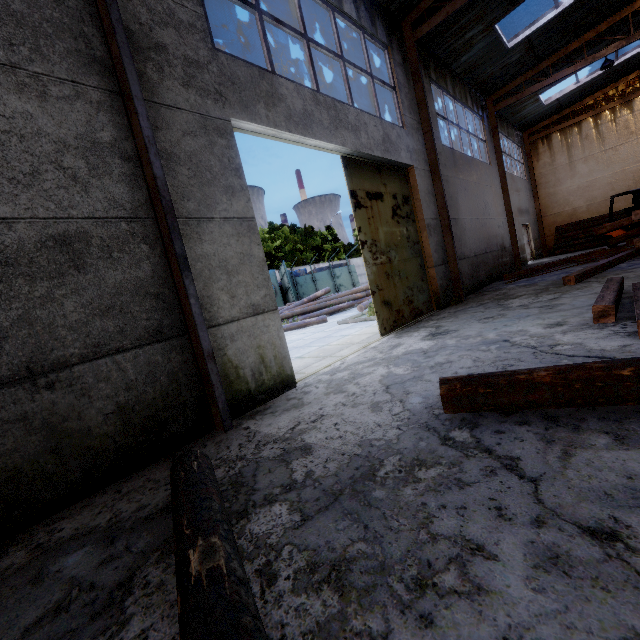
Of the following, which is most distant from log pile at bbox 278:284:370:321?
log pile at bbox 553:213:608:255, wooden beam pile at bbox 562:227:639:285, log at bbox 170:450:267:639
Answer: log at bbox 170:450:267:639

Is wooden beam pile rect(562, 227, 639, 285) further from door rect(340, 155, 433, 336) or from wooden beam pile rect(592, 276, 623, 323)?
door rect(340, 155, 433, 336)

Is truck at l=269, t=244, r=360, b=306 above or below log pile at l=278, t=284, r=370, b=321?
above

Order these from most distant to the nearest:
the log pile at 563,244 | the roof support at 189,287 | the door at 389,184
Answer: the log pile at 563,244 < the door at 389,184 < the roof support at 189,287

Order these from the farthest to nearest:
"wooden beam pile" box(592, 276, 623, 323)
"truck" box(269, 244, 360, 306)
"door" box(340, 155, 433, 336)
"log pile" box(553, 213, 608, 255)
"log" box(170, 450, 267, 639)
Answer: "truck" box(269, 244, 360, 306) → "log pile" box(553, 213, 608, 255) → "door" box(340, 155, 433, 336) → "wooden beam pile" box(592, 276, 623, 323) → "log" box(170, 450, 267, 639)

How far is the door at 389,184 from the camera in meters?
6.8

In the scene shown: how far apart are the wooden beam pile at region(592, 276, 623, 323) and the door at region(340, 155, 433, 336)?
3.5m

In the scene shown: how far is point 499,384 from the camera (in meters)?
2.53
